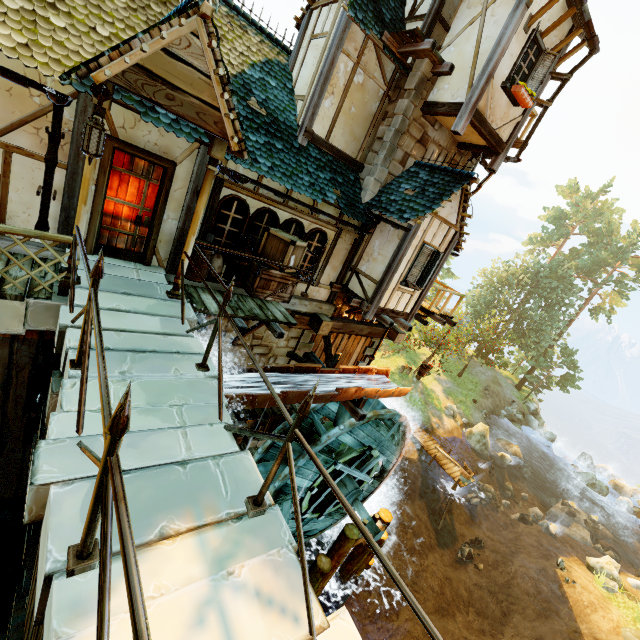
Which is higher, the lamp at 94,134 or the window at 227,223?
the lamp at 94,134

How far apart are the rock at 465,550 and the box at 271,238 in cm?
1807

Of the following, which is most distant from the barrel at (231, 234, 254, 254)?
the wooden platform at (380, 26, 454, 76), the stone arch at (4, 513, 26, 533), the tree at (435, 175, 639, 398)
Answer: the tree at (435, 175, 639, 398)

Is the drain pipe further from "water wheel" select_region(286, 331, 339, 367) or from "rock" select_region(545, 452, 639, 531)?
"rock" select_region(545, 452, 639, 531)

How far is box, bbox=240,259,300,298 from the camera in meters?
7.5

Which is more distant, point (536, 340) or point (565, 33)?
point (536, 340)

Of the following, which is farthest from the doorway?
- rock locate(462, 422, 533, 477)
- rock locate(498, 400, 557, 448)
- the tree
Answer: rock locate(498, 400, 557, 448)

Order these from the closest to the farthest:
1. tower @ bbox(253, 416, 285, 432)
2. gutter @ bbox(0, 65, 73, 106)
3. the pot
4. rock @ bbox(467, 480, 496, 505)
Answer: gutter @ bbox(0, 65, 73, 106), the pot, tower @ bbox(253, 416, 285, 432), rock @ bbox(467, 480, 496, 505)
